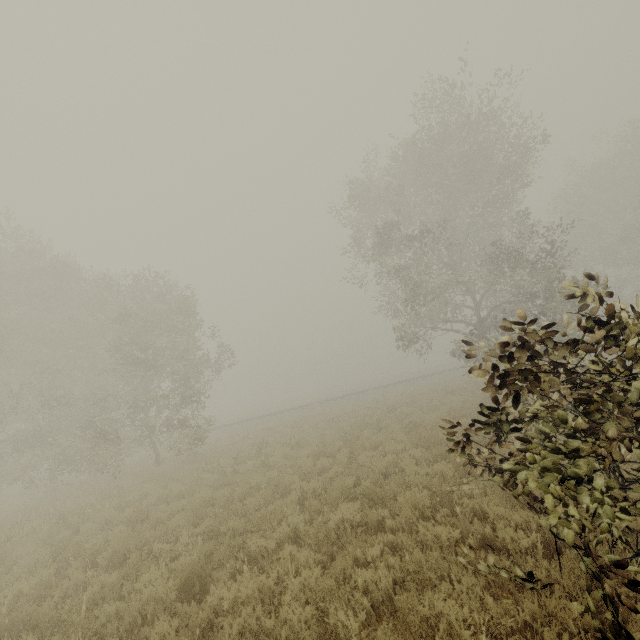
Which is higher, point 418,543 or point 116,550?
point 116,550

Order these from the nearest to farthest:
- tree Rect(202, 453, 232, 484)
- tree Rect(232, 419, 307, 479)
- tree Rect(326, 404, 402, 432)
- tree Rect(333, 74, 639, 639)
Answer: tree Rect(333, 74, 639, 639) → tree Rect(202, 453, 232, 484) → tree Rect(232, 419, 307, 479) → tree Rect(326, 404, 402, 432)

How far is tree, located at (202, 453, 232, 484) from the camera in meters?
12.2 m

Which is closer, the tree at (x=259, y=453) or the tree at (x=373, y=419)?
the tree at (x=259, y=453)

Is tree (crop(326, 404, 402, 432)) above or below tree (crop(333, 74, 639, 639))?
below

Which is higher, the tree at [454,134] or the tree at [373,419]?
the tree at [454,134]
